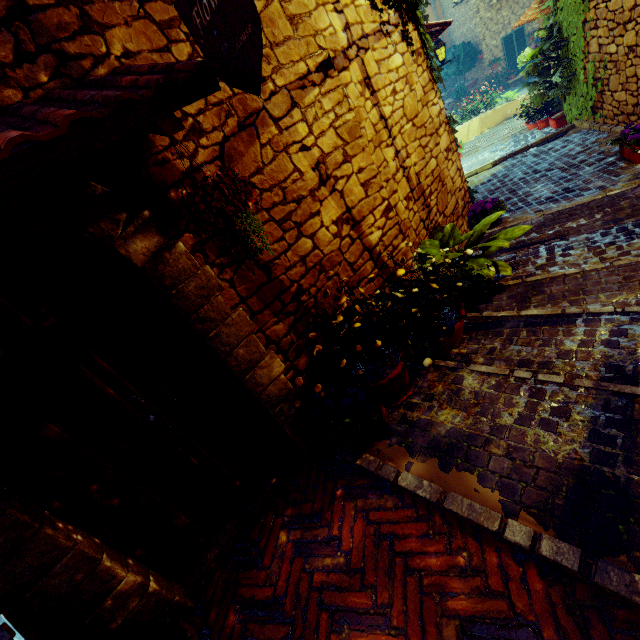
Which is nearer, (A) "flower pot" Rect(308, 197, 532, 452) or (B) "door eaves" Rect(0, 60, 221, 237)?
(B) "door eaves" Rect(0, 60, 221, 237)

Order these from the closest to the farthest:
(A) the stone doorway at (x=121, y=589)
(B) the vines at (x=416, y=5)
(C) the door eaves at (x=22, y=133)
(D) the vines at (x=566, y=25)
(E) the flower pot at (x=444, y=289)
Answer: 1. (C) the door eaves at (x=22, y=133)
2. (A) the stone doorway at (x=121, y=589)
3. (E) the flower pot at (x=444, y=289)
4. (B) the vines at (x=416, y=5)
5. (D) the vines at (x=566, y=25)

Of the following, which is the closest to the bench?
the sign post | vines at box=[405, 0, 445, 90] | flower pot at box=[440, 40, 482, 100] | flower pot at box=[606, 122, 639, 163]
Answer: the sign post

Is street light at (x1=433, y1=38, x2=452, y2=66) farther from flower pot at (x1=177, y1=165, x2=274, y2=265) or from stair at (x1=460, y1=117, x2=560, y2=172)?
flower pot at (x1=177, y1=165, x2=274, y2=265)

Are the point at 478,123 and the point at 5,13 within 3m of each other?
no

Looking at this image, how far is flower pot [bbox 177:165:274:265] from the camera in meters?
1.4 m

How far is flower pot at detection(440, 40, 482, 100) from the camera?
17.8m

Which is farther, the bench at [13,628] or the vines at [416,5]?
the vines at [416,5]
